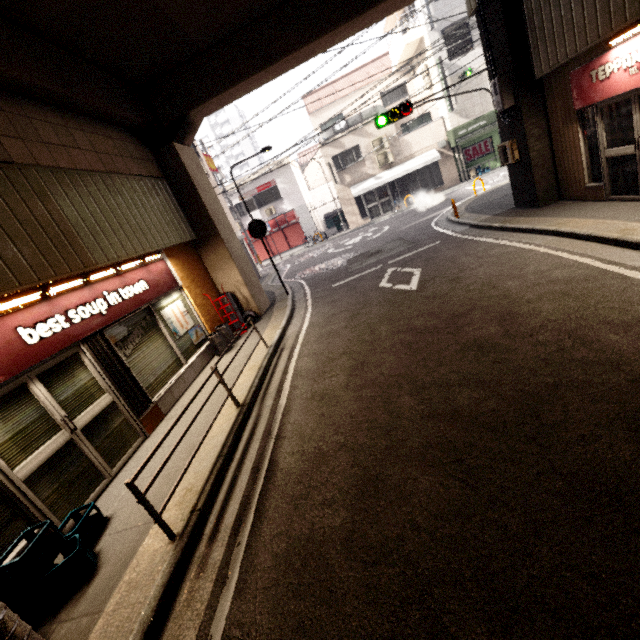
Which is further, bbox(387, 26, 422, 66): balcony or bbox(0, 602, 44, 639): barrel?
bbox(387, 26, 422, 66): balcony

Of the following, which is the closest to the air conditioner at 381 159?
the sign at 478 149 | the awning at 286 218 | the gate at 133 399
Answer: the sign at 478 149

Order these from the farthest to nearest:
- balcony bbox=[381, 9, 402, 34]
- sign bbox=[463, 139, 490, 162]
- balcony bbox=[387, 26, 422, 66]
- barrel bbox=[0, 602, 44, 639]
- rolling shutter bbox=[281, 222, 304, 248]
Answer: rolling shutter bbox=[281, 222, 304, 248] → sign bbox=[463, 139, 490, 162] → balcony bbox=[381, 9, 402, 34] → balcony bbox=[387, 26, 422, 66] → barrel bbox=[0, 602, 44, 639]

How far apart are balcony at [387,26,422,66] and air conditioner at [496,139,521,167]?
15.2 meters

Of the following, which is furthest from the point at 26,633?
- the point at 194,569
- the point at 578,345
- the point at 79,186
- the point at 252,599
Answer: the point at 79,186

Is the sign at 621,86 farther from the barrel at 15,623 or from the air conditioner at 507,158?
the barrel at 15,623

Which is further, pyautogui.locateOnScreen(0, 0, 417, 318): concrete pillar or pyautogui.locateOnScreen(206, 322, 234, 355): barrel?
pyautogui.locateOnScreen(206, 322, 234, 355): barrel

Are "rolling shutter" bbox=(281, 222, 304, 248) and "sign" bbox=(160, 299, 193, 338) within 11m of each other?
no
